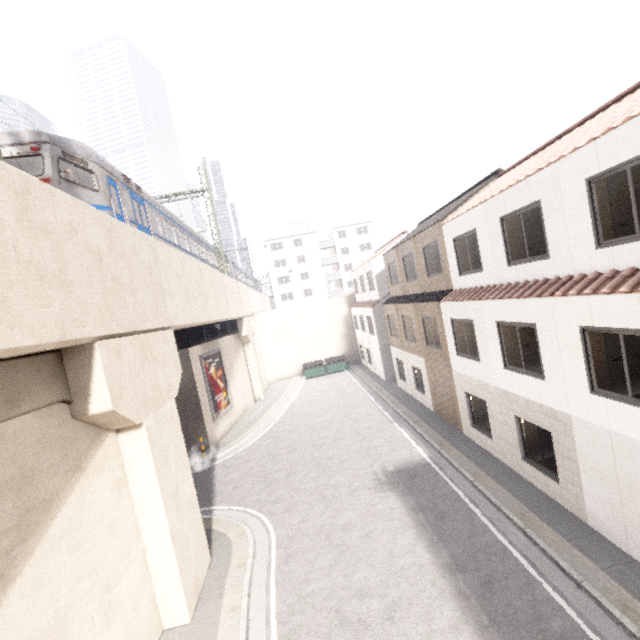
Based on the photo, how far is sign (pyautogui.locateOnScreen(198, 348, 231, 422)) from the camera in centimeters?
1872cm

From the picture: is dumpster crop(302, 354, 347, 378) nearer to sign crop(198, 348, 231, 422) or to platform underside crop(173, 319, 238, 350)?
sign crop(198, 348, 231, 422)

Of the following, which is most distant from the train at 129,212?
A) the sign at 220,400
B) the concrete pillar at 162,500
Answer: the sign at 220,400

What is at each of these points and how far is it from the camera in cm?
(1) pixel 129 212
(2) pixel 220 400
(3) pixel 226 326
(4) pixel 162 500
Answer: (1) train, 1170
(2) sign, 2016
(3) platform underside, 2314
(4) concrete pillar, 757

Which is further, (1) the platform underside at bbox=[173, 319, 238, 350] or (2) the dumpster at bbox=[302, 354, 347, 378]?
(2) the dumpster at bbox=[302, 354, 347, 378]

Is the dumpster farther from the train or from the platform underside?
the train

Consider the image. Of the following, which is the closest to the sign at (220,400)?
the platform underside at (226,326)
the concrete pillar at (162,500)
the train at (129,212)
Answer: the platform underside at (226,326)

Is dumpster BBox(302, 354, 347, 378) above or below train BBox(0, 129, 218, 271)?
below
